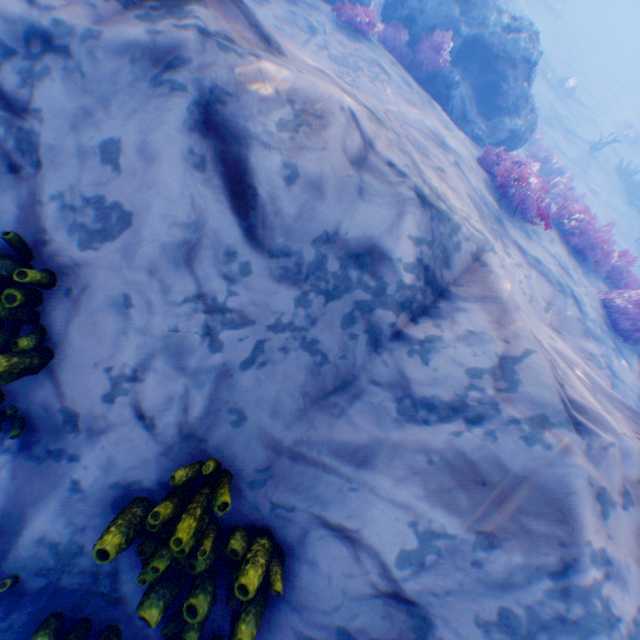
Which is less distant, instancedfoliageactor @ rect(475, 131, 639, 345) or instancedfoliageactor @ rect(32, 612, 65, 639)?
instancedfoliageactor @ rect(32, 612, 65, 639)

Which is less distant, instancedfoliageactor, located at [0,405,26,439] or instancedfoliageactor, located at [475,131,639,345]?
instancedfoliageactor, located at [0,405,26,439]

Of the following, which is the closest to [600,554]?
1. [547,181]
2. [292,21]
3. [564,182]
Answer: [292,21]

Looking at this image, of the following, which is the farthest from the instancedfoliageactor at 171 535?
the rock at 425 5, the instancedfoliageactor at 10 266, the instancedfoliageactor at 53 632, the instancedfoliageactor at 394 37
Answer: the rock at 425 5

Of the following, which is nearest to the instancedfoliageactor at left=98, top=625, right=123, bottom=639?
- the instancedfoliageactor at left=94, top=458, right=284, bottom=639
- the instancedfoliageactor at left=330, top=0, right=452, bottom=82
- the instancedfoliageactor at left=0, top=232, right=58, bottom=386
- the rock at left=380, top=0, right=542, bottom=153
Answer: the instancedfoliageactor at left=94, top=458, right=284, bottom=639

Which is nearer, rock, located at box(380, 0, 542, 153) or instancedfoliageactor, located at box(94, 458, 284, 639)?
instancedfoliageactor, located at box(94, 458, 284, 639)

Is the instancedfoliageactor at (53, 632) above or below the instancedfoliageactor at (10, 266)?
below

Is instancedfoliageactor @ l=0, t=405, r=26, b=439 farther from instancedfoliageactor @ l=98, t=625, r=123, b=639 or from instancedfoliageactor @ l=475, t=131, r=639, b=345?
instancedfoliageactor @ l=475, t=131, r=639, b=345
